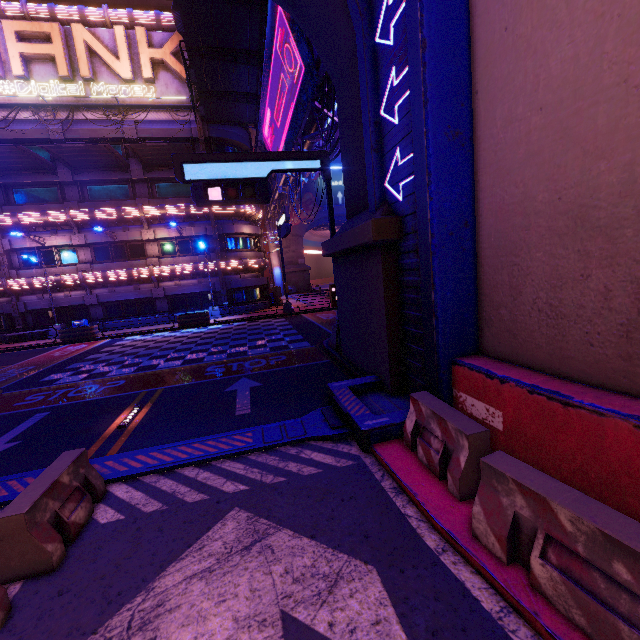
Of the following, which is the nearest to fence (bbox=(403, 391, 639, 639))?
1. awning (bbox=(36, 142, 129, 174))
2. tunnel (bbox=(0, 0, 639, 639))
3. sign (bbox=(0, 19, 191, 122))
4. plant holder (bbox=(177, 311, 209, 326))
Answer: tunnel (bbox=(0, 0, 639, 639))

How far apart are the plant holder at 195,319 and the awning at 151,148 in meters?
11.5

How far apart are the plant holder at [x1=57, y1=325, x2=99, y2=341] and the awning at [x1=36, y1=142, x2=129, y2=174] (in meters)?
11.49

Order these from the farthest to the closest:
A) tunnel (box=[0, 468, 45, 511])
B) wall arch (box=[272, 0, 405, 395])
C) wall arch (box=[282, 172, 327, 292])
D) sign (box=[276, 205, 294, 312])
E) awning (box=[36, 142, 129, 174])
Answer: wall arch (box=[282, 172, 327, 292]) < awning (box=[36, 142, 129, 174]) < sign (box=[276, 205, 294, 312]) < wall arch (box=[272, 0, 405, 395]) < tunnel (box=[0, 468, 45, 511])

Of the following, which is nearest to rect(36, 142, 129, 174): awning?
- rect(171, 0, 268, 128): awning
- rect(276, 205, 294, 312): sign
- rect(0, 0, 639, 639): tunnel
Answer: rect(171, 0, 268, 128): awning

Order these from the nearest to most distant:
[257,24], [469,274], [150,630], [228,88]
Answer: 1. [150,630]
2. [469,274]
3. [257,24]
4. [228,88]

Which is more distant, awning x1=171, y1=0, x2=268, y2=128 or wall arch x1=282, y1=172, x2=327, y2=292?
wall arch x1=282, y1=172, x2=327, y2=292

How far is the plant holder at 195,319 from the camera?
23.6 meters
